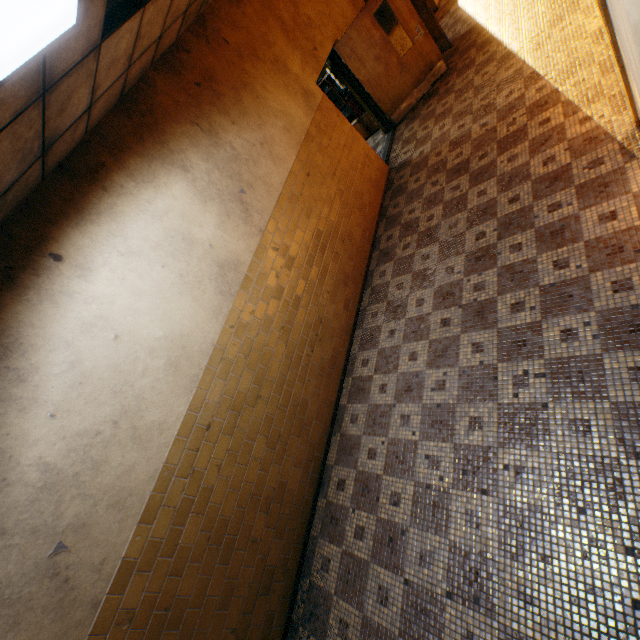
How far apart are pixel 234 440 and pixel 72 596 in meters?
1.6

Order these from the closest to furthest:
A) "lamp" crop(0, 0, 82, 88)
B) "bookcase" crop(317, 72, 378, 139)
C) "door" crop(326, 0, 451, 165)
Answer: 1. "lamp" crop(0, 0, 82, 88)
2. "door" crop(326, 0, 451, 165)
3. "bookcase" crop(317, 72, 378, 139)

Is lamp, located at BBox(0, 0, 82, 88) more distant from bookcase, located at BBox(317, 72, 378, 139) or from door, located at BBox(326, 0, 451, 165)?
bookcase, located at BBox(317, 72, 378, 139)

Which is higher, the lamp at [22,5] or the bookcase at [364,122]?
the lamp at [22,5]

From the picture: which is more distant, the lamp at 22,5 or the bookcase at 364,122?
the bookcase at 364,122

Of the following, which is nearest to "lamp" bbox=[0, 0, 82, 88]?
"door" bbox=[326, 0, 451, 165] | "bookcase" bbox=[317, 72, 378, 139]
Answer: "door" bbox=[326, 0, 451, 165]

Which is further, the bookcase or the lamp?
the bookcase

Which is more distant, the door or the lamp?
the door
